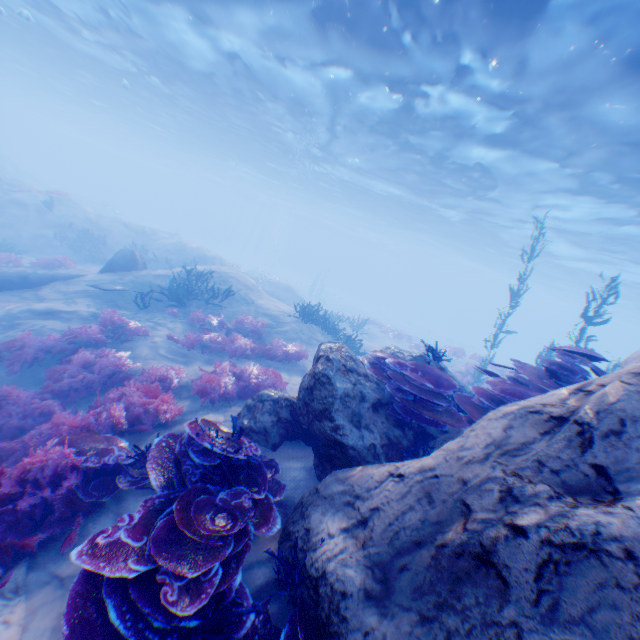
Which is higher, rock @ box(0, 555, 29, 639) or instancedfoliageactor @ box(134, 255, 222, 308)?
instancedfoliageactor @ box(134, 255, 222, 308)

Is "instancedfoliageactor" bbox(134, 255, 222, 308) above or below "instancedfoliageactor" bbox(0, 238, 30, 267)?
above

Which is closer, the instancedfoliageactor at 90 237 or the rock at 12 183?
the instancedfoliageactor at 90 237

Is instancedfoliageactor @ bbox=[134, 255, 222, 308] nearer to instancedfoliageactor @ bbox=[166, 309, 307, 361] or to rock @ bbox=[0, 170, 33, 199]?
instancedfoliageactor @ bbox=[166, 309, 307, 361]

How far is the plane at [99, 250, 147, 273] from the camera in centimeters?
1342cm

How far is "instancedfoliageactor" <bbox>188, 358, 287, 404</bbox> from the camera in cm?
718

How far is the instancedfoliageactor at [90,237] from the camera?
19.5m

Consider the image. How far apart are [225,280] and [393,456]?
11.6m
